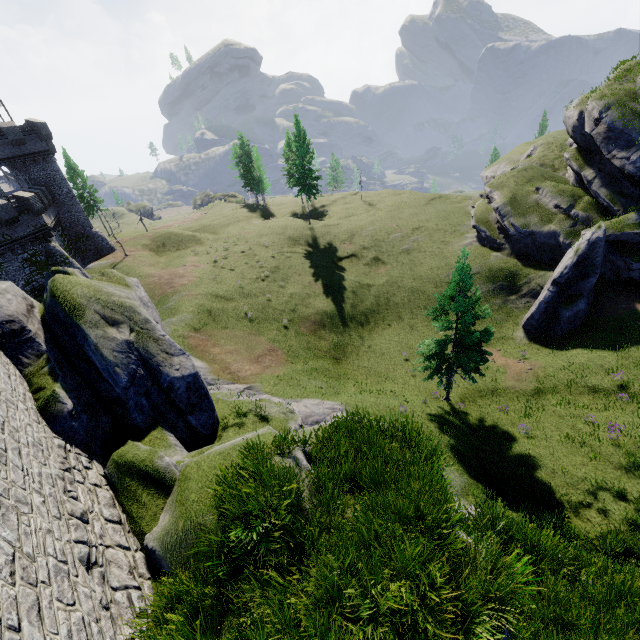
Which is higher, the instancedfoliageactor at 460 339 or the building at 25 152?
the building at 25 152

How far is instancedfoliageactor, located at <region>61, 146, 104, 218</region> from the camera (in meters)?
52.19

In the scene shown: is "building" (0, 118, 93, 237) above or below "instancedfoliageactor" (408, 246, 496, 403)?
above

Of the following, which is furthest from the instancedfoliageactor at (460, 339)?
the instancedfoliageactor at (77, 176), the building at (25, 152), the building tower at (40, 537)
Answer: the instancedfoliageactor at (77, 176)

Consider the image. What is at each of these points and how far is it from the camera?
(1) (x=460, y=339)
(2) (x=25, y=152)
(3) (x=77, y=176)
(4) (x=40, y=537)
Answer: (1) instancedfoliageactor, 18.2 meters
(2) building, 36.2 meters
(3) instancedfoliageactor, 53.0 meters
(4) building tower, 5.2 meters

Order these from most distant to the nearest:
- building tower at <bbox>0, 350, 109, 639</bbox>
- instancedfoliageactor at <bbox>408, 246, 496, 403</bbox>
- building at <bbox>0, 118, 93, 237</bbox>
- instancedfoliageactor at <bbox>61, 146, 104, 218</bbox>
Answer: instancedfoliageactor at <bbox>61, 146, 104, 218</bbox> → building at <bbox>0, 118, 93, 237</bbox> → instancedfoliageactor at <bbox>408, 246, 496, 403</bbox> → building tower at <bbox>0, 350, 109, 639</bbox>

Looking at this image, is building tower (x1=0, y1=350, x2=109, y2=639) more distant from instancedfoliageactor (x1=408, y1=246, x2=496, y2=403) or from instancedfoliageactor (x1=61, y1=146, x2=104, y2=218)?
instancedfoliageactor (x1=61, y1=146, x2=104, y2=218)

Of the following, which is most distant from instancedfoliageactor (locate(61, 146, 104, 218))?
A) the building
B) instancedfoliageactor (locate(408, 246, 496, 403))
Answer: instancedfoliageactor (locate(408, 246, 496, 403))
